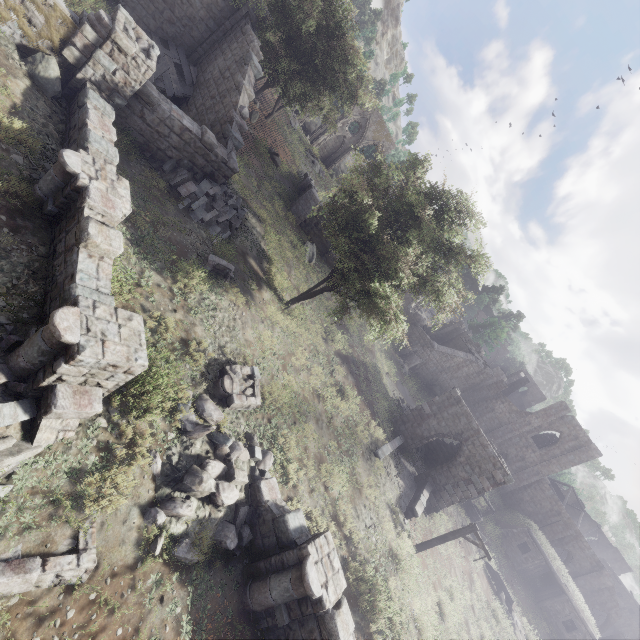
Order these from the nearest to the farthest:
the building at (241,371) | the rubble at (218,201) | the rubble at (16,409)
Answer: the rubble at (16,409) → the building at (241,371) → the rubble at (218,201)

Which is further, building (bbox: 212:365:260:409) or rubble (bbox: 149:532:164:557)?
building (bbox: 212:365:260:409)

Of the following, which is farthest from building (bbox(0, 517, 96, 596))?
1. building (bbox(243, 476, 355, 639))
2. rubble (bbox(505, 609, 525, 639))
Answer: rubble (bbox(505, 609, 525, 639))

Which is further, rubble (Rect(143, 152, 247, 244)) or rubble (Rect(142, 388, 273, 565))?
rubble (Rect(143, 152, 247, 244))

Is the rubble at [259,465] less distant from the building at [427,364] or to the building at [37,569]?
the building at [37,569]

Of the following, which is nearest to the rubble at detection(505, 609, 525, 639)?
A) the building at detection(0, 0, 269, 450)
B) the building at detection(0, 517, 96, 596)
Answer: the building at detection(0, 0, 269, 450)

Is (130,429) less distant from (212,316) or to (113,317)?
(113,317)

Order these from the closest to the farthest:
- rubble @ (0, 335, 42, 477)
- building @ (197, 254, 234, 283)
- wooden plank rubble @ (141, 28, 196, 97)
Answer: rubble @ (0, 335, 42, 477) < building @ (197, 254, 234, 283) < wooden plank rubble @ (141, 28, 196, 97)
